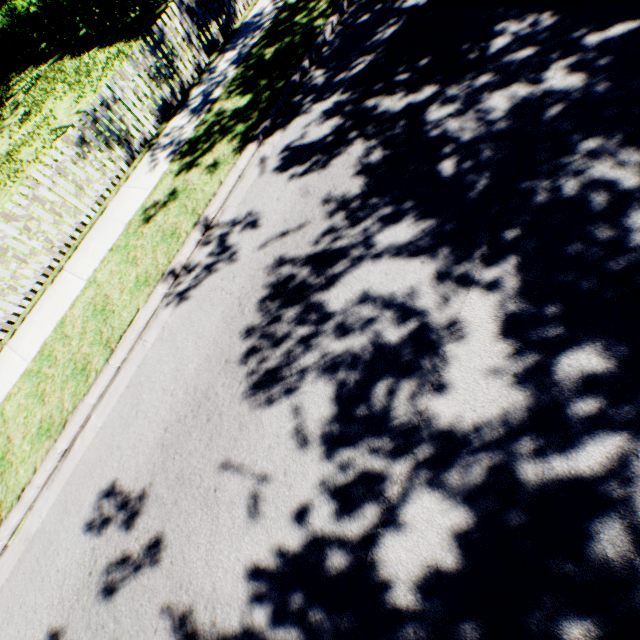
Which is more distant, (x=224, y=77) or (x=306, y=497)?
(x=224, y=77)
